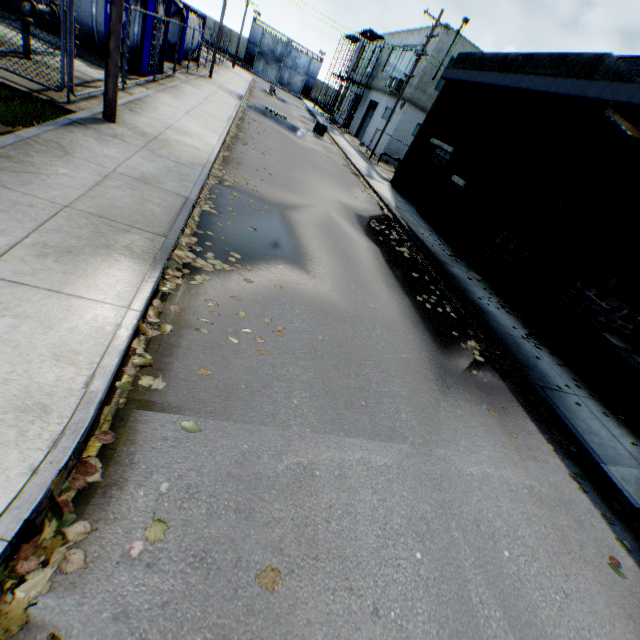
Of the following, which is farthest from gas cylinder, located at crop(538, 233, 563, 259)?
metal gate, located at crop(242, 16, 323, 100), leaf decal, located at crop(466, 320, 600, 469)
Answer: metal gate, located at crop(242, 16, 323, 100)

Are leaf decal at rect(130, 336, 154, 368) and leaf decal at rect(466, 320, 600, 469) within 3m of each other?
no

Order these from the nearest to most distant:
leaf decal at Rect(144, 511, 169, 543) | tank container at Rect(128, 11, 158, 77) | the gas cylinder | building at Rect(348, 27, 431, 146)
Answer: leaf decal at Rect(144, 511, 169, 543), tank container at Rect(128, 11, 158, 77), the gas cylinder, building at Rect(348, 27, 431, 146)

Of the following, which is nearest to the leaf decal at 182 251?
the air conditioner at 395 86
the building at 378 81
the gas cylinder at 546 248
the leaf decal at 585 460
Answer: the leaf decal at 585 460

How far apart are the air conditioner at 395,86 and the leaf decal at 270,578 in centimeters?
3391cm

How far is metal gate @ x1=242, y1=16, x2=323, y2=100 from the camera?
48.8m

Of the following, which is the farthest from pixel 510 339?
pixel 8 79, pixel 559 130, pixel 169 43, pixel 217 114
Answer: pixel 169 43

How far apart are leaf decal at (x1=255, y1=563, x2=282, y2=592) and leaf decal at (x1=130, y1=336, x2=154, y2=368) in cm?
190
